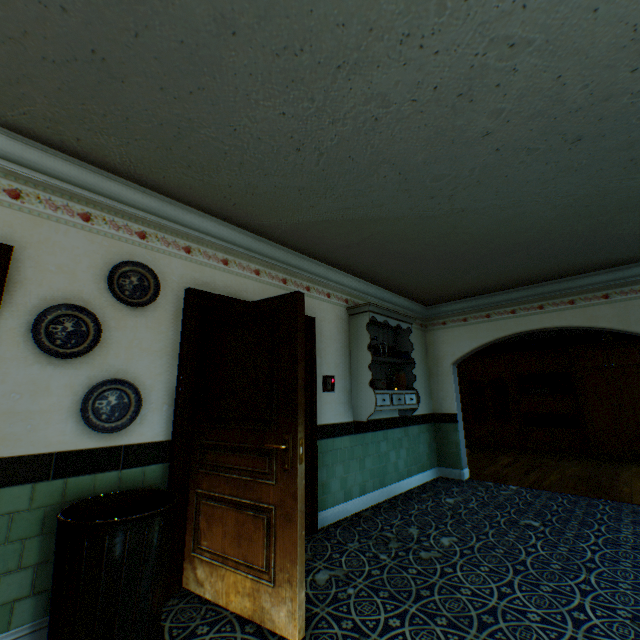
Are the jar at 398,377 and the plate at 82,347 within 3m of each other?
no

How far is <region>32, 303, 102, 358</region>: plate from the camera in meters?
2.2 m

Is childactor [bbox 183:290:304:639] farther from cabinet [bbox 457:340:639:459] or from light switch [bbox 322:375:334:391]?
cabinet [bbox 457:340:639:459]

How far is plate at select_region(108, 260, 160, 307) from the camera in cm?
253

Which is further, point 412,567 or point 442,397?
point 442,397

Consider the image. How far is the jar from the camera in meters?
5.0

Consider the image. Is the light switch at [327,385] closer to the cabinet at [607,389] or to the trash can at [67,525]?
the trash can at [67,525]

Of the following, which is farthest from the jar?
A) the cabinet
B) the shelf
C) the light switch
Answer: the cabinet
